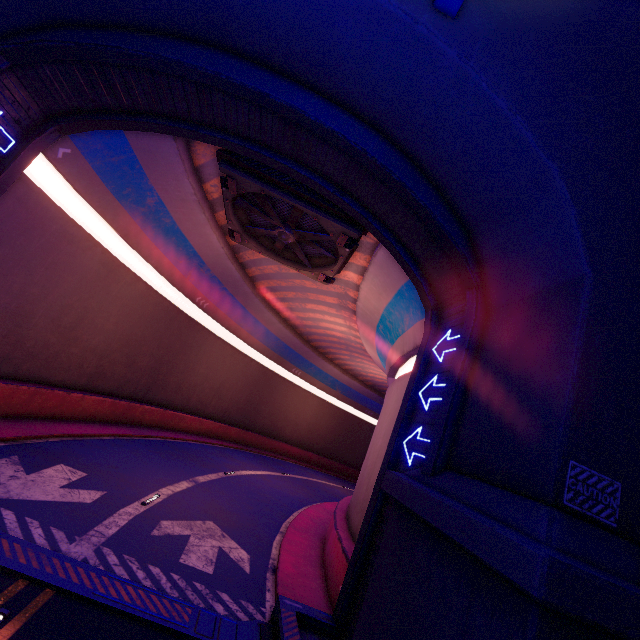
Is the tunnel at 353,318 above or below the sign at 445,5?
below

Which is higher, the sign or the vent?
the sign

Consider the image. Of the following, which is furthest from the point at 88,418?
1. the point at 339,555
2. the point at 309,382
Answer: the point at 309,382

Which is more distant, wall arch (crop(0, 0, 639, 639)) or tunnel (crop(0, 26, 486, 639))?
tunnel (crop(0, 26, 486, 639))

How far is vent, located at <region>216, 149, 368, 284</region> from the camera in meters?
11.1

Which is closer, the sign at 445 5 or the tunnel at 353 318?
the sign at 445 5

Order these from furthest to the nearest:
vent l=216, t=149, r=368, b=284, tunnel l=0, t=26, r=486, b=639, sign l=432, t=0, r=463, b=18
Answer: vent l=216, t=149, r=368, b=284, tunnel l=0, t=26, r=486, b=639, sign l=432, t=0, r=463, b=18

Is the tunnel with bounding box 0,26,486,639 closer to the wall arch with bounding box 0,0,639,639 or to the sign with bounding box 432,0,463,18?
the wall arch with bounding box 0,0,639,639
